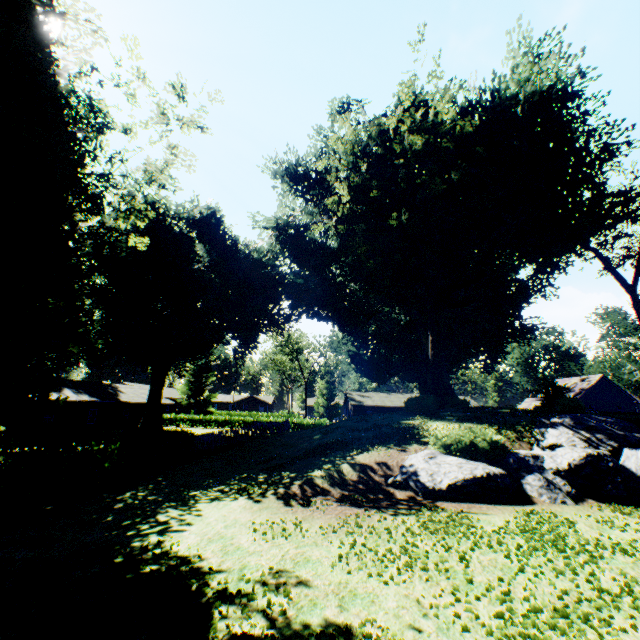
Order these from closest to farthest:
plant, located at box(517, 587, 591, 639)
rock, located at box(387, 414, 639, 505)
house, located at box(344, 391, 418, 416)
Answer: plant, located at box(517, 587, 591, 639) < rock, located at box(387, 414, 639, 505) < house, located at box(344, 391, 418, 416)

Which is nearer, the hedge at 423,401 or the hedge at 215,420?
the hedge at 423,401

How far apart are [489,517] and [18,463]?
14.7m

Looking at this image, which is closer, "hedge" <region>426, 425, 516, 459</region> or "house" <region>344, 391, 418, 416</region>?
"hedge" <region>426, 425, 516, 459</region>

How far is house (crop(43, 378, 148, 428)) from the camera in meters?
32.1

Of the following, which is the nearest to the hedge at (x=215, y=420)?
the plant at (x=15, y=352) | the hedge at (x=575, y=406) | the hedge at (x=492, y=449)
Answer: the plant at (x=15, y=352)

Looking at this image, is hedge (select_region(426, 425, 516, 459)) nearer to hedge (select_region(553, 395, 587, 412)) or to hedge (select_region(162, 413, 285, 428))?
hedge (select_region(553, 395, 587, 412))

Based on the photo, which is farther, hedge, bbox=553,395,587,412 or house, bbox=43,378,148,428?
house, bbox=43,378,148,428
